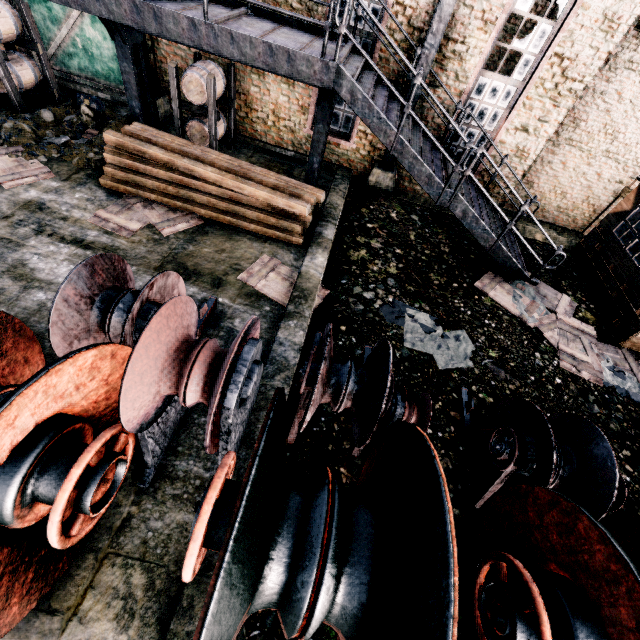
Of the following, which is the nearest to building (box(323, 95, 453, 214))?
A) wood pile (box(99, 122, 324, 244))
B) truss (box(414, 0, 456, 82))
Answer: truss (box(414, 0, 456, 82))

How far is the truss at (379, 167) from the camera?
11.0m

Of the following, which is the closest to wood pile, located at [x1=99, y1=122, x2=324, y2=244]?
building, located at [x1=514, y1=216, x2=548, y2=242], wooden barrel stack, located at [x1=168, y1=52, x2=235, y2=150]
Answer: wooden barrel stack, located at [x1=168, y1=52, x2=235, y2=150]

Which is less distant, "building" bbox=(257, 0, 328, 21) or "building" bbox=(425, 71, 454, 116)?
"building" bbox=(257, 0, 328, 21)

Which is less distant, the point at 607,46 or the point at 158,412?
the point at 158,412

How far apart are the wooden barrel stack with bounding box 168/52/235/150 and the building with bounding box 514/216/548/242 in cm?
1038

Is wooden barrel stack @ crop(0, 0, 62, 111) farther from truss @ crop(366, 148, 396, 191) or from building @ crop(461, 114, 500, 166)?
truss @ crop(366, 148, 396, 191)

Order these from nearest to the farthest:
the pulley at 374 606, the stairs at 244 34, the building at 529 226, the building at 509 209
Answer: the pulley at 374 606
the stairs at 244 34
the building at 509 209
the building at 529 226
